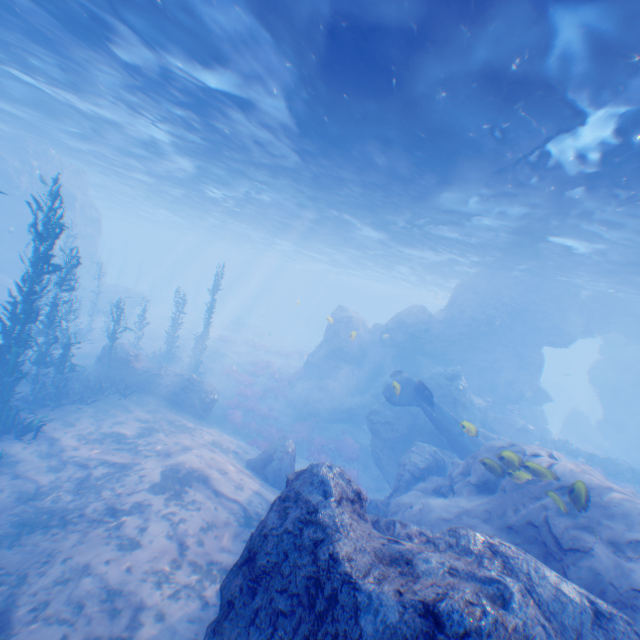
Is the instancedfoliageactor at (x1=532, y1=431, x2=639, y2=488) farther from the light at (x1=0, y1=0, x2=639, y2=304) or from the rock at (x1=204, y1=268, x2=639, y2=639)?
the light at (x1=0, y1=0, x2=639, y2=304)

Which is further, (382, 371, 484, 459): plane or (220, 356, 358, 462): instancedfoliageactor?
(220, 356, 358, 462): instancedfoliageactor

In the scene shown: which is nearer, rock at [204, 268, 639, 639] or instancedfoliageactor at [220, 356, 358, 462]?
rock at [204, 268, 639, 639]

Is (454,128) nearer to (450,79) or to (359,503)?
(450,79)

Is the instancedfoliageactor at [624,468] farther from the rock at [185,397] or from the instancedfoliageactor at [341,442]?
the instancedfoliageactor at [341,442]

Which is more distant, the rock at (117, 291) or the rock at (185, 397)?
the rock at (117, 291)

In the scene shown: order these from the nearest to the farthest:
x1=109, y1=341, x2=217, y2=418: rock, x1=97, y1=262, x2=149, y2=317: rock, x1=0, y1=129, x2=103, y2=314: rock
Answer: x1=109, y1=341, x2=217, y2=418: rock < x1=0, y1=129, x2=103, y2=314: rock < x1=97, y1=262, x2=149, y2=317: rock

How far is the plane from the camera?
14.6m
